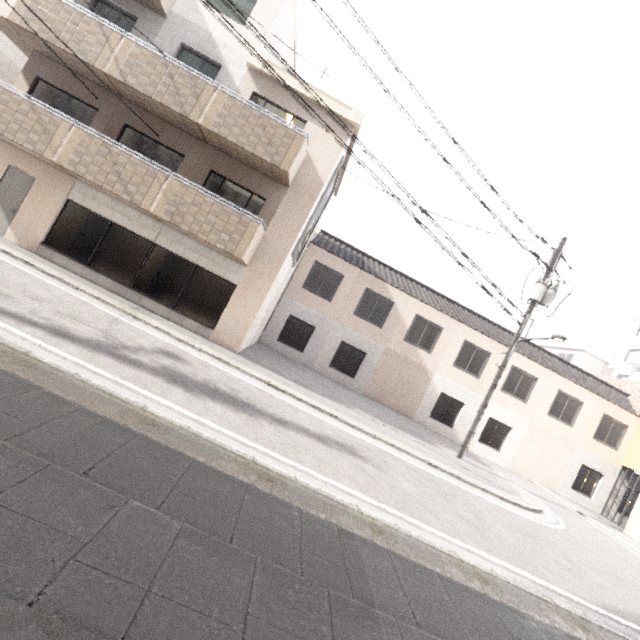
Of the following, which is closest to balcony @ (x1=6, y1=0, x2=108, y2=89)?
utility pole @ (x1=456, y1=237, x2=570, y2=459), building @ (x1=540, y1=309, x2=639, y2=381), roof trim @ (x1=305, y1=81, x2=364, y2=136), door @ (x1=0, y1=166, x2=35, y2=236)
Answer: roof trim @ (x1=305, y1=81, x2=364, y2=136)

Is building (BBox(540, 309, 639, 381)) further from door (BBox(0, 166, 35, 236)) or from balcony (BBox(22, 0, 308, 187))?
door (BBox(0, 166, 35, 236))

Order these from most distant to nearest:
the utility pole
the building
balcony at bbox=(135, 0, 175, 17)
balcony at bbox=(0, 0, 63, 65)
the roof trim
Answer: the building → the utility pole → the roof trim → balcony at bbox=(135, 0, 175, 17) → balcony at bbox=(0, 0, 63, 65)

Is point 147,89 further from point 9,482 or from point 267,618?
point 267,618

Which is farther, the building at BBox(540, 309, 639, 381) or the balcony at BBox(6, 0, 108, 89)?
the building at BBox(540, 309, 639, 381)

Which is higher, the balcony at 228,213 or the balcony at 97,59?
the balcony at 97,59

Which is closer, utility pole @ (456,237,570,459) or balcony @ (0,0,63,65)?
balcony @ (0,0,63,65)

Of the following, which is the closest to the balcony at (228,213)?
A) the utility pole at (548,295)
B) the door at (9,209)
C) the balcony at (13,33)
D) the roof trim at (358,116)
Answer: the door at (9,209)
